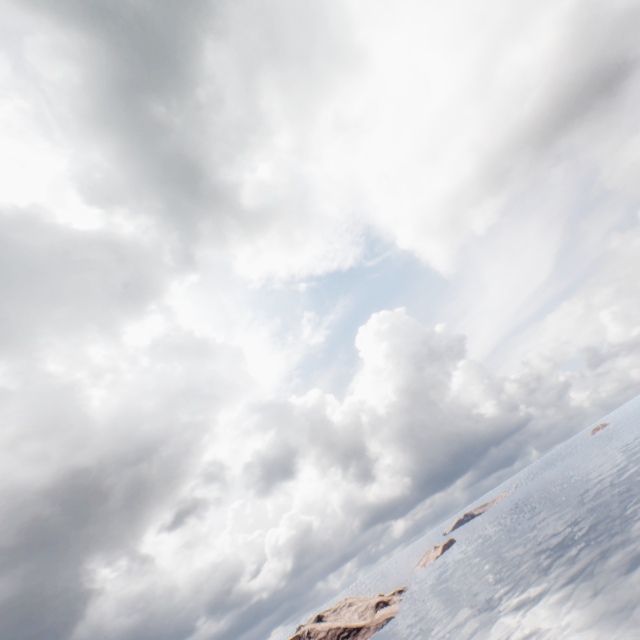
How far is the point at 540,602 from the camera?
48.91m
